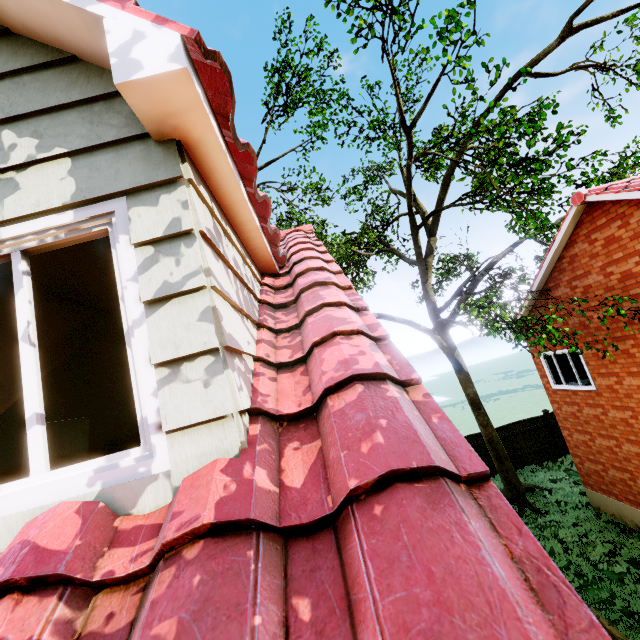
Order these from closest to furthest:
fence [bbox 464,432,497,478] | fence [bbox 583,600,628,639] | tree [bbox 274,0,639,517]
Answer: fence [bbox 583,600,628,639], tree [bbox 274,0,639,517], fence [bbox 464,432,497,478]

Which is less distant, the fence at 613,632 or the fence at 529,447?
the fence at 613,632

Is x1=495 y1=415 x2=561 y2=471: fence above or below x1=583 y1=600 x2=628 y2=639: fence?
below

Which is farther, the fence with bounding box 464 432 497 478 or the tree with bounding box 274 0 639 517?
the fence with bounding box 464 432 497 478

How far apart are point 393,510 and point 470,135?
9.85m

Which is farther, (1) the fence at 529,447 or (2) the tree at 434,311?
(1) the fence at 529,447

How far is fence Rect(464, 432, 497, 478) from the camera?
16.4m
